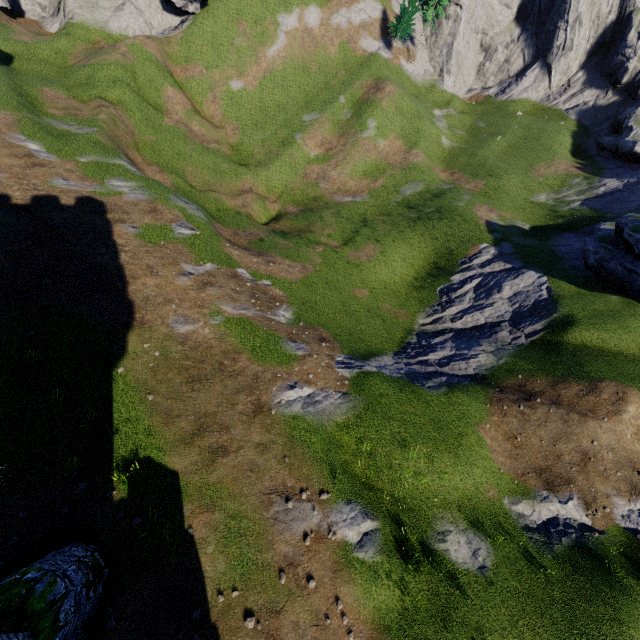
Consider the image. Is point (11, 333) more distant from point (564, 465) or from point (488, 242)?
point (488, 242)
